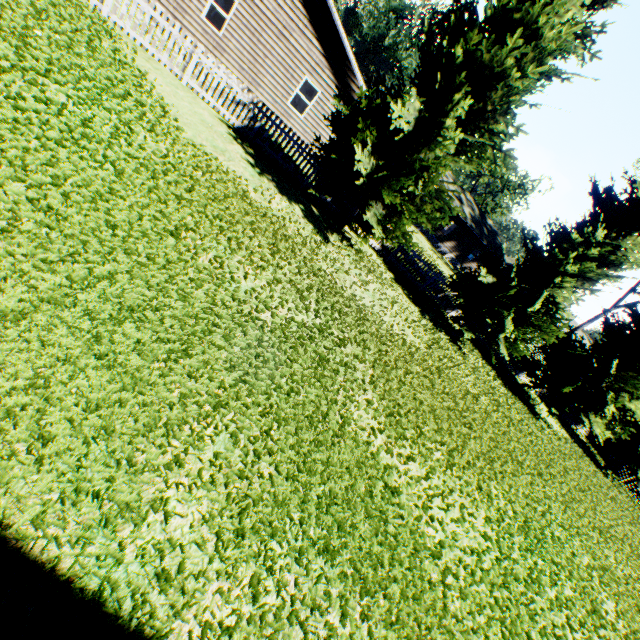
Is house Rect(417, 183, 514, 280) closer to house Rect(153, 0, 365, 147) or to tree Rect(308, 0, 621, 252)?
house Rect(153, 0, 365, 147)

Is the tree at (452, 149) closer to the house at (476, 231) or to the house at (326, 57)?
the house at (326, 57)

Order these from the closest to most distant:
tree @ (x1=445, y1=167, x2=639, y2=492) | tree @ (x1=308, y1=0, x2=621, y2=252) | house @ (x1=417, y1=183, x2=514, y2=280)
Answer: tree @ (x1=308, y1=0, x2=621, y2=252) → tree @ (x1=445, y1=167, x2=639, y2=492) → house @ (x1=417, y1=183, x2=514, y2=280)

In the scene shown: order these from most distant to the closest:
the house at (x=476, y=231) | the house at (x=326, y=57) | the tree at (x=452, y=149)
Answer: the house at (x=476, y=231), the house at (x=326, y=57), the tree at (x=452, y=149)

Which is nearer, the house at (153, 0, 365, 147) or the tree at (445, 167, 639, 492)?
the tree at (445, 167, 639, 492)

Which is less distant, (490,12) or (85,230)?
(85,230)

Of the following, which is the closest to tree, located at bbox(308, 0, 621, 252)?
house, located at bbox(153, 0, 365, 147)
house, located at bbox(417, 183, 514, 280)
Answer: house, located at bbox(153, 0, 365, 147)
